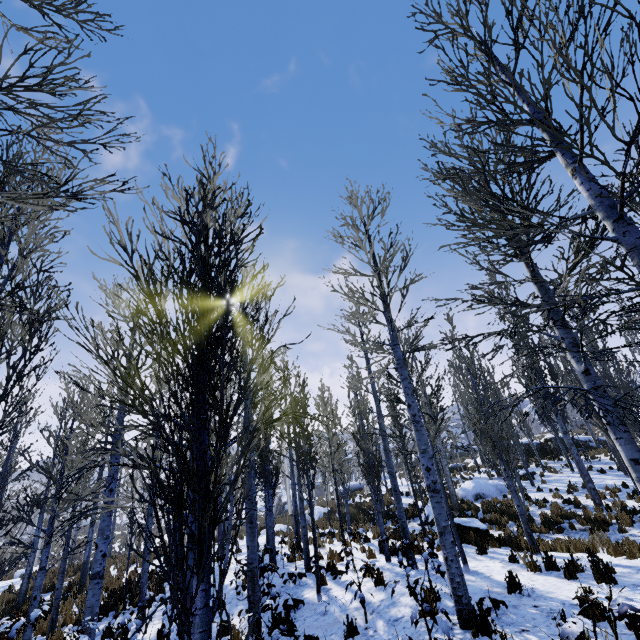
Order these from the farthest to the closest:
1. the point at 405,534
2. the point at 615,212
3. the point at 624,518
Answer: the point at 624,518
the point at 405,534
the point at 615,212

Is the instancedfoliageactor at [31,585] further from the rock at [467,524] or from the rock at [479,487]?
the rock at [467,524]

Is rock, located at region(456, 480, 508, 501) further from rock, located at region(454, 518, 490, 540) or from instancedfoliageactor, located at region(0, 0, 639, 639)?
rock, located at region(454, 518, 490, 540)

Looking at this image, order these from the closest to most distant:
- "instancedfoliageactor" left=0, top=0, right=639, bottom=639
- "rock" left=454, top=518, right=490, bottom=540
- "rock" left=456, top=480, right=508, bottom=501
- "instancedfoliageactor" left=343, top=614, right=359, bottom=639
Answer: "instancedfoliageactor" left=0, top=0, right=639, bottom=639 < "instancedfoliageactor" left=343, top=614, right=359, bottom=639 < "rock" left=454, top=518, right=490, bottom=540 < "rock" left=456, top=480, right=508, bottom=501

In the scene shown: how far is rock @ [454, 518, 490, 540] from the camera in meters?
11.7 m

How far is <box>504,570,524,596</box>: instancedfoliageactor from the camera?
6.1 meters

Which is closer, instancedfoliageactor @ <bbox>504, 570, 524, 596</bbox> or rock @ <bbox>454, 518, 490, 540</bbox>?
instancedfoliageactor @ <bbox>504, 570, 524, 596</bbox>

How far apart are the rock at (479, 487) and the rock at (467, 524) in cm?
649
